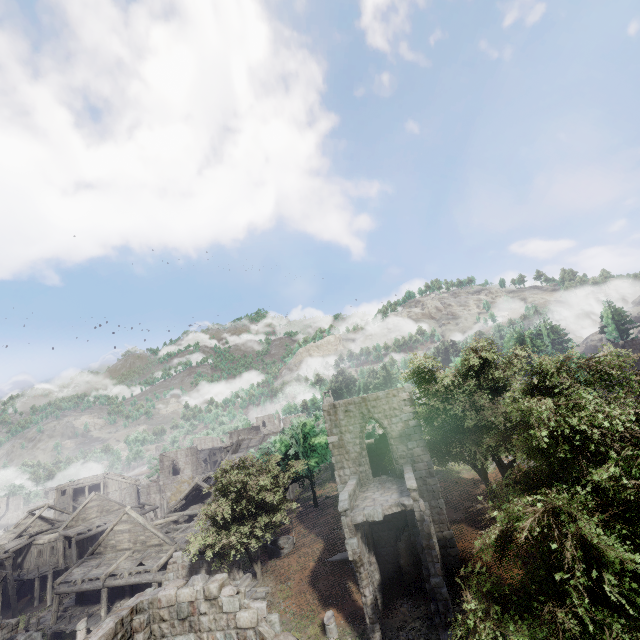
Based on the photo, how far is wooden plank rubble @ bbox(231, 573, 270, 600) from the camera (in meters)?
16.39

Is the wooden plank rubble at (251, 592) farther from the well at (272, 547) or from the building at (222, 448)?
the well at (272, 547)

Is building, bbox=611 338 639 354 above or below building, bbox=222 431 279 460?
above

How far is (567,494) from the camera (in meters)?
9.39

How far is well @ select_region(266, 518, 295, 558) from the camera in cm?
2327

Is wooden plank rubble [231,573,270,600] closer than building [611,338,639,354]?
Yes

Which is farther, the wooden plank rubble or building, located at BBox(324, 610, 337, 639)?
the wooden plank rubble

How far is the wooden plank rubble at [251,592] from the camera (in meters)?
16.39
